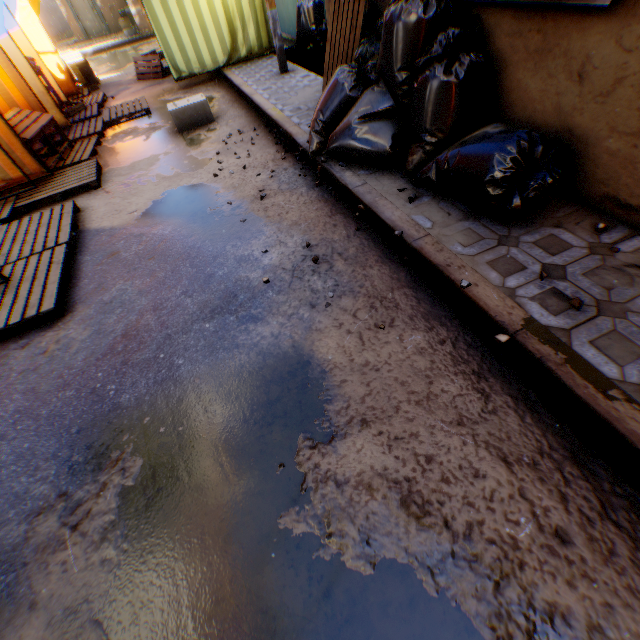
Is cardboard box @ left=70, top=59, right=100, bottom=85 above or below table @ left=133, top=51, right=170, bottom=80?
above

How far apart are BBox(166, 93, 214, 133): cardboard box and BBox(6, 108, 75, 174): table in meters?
1.9

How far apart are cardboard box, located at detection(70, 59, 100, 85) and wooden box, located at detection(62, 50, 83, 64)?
0.0m

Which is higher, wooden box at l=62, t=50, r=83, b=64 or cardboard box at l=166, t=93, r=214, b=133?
wooden box at l=62, t=50, r=83, b=64

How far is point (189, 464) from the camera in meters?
2.0

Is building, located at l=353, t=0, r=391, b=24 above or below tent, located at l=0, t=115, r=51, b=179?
above

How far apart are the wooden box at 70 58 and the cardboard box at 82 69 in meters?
0.0

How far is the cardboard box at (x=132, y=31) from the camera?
16.1m
